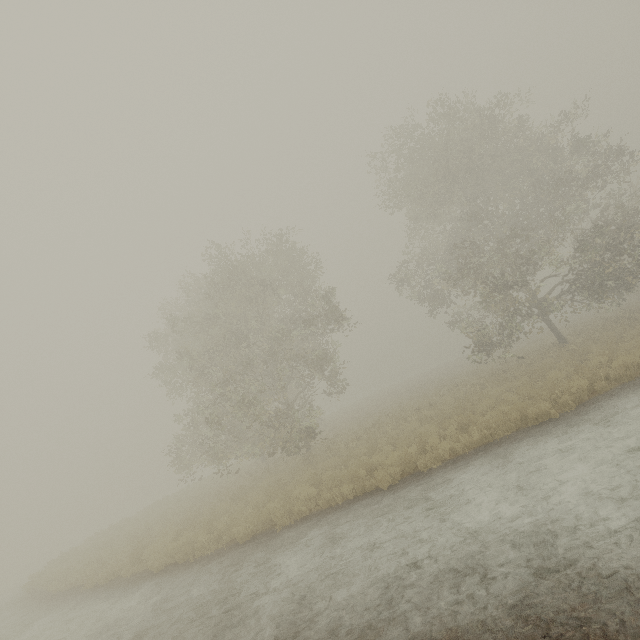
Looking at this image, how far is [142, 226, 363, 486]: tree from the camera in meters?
17.0

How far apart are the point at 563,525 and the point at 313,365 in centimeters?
1482cm

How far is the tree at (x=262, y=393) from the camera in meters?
17.0 m
